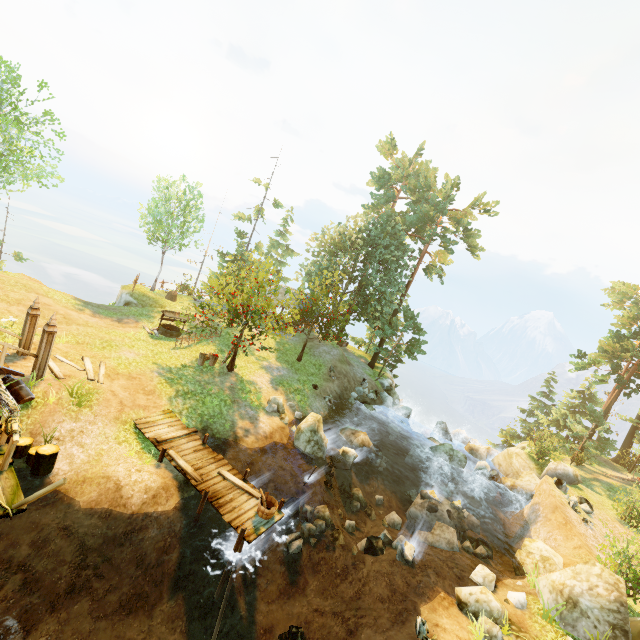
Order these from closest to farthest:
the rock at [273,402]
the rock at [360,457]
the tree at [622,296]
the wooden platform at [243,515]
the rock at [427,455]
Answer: the wooden platform at [243,515] < the rock at [360,457] < the rock at [273,402] < the rock at [427,455] < the tree at [622,296]

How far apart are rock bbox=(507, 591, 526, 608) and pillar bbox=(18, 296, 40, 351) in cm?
2030

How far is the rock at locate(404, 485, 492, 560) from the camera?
15.1 meters

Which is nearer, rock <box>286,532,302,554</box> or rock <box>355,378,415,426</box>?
rock <box>286,532,302,554</box>

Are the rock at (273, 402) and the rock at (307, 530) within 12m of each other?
yes

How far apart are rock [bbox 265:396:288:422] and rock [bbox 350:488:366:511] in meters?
4.8

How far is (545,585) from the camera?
11.8 meters

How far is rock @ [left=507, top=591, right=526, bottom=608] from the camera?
11.55m
